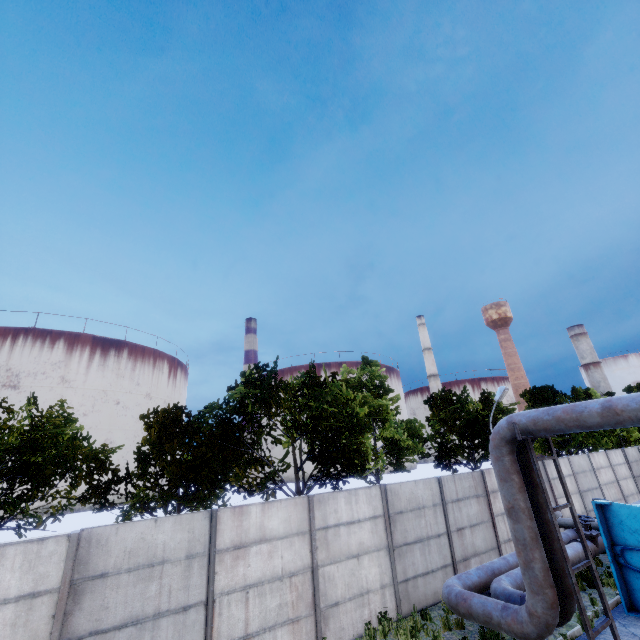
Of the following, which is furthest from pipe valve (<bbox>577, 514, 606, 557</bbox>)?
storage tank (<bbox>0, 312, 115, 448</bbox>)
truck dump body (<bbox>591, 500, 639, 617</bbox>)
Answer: storage tank (<bbox>0, 312, 115, 448</bbox>)

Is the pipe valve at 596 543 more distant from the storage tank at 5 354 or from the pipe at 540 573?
the storage tank at 5 354

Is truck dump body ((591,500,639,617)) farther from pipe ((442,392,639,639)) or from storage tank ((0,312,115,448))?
storage tank ((0,312,115,448))

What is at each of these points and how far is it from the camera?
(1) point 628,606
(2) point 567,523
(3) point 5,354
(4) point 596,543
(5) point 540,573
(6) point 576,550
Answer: (1) truck dump body, 9.0m
(2) lamp post, 13.2m
(3) storage tank, 55.1m
(4) pipe valve, 11.6m
(5) pipe, 6.8m
(6) pipe, 10.9m

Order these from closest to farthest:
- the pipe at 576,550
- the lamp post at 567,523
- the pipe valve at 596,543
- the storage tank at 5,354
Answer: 1. the pipe at 576,550
2. the pipe valve at 596,543
3. the lamp post at 567,523
4. the storage tank at 5,354

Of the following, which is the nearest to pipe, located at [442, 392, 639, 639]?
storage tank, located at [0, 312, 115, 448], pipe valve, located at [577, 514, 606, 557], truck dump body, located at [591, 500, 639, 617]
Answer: pipe valve, located at [577, 514, 606, 557]

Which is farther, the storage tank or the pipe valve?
the storage tank

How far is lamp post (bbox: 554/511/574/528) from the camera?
13.1m
